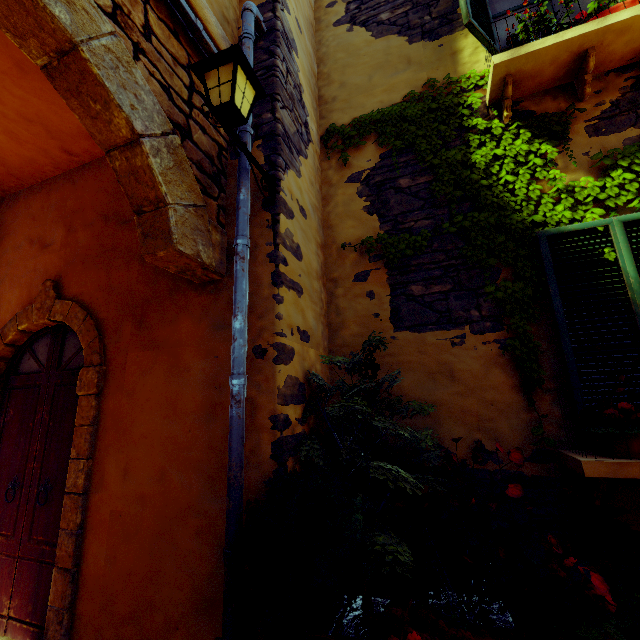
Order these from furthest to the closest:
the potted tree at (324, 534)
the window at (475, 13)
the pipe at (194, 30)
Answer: the window at (475, 13), the pipe at (194, 30), the potted tree at (324, 534)

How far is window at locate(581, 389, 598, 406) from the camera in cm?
246

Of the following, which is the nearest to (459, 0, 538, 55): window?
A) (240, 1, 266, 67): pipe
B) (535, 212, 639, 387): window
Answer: (240, 1, 266, 67): pipe

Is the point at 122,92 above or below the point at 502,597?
above

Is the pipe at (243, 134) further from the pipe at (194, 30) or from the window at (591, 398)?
the window at (591, 398)

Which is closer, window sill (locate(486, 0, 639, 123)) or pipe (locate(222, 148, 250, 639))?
pipe (locate(222, 148, 250, 639))

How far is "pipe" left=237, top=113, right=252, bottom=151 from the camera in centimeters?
255cm

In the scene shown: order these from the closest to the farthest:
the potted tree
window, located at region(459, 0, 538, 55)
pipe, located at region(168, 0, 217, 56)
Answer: the potted tree
pipe, located at region(168, 0, 217, 56)
window, located at region(459, 0, 538, 55)
